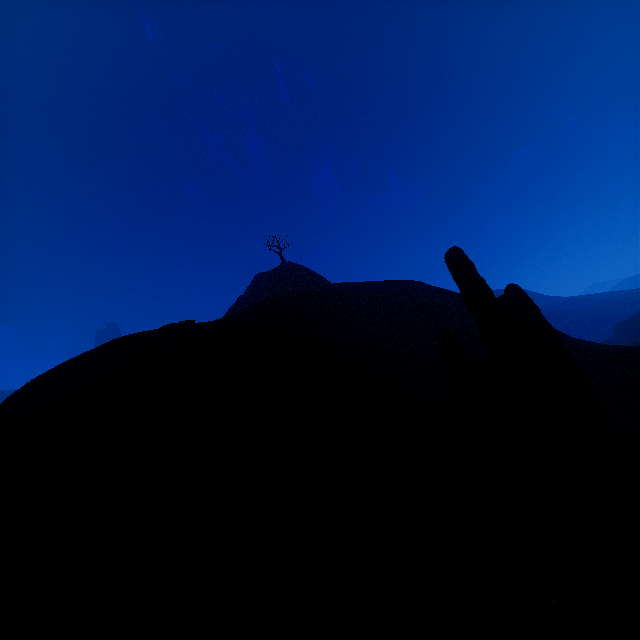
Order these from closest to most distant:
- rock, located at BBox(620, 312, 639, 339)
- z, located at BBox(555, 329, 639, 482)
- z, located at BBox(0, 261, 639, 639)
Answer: z, located at BBox(0, 261, 639, 639) < z, located at BBox(555, 329, 639, 482) < rock, located at BBox(620, 312, 639, 339)

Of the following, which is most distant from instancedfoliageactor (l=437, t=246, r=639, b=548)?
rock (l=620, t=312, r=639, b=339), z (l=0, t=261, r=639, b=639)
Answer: rock (l=620, t=312, r=639, b=339)

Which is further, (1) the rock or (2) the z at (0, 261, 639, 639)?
(1) the rock

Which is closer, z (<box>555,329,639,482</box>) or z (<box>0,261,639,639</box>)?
z (<box>0,261,639,639</box>)

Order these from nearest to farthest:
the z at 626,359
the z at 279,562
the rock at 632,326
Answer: the z at 279,562
the z at 626,359
the rock at 632,326

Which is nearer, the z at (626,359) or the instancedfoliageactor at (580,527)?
the instancedfoliageactor at (580,527)

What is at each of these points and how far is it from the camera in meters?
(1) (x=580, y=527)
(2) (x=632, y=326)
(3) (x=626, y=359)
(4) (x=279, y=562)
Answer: (1) instancedfoliageactor, 3.6 m
(2) rock, 57.6 m
(3) z, 14.3 m
(4) z, 3.6 m
